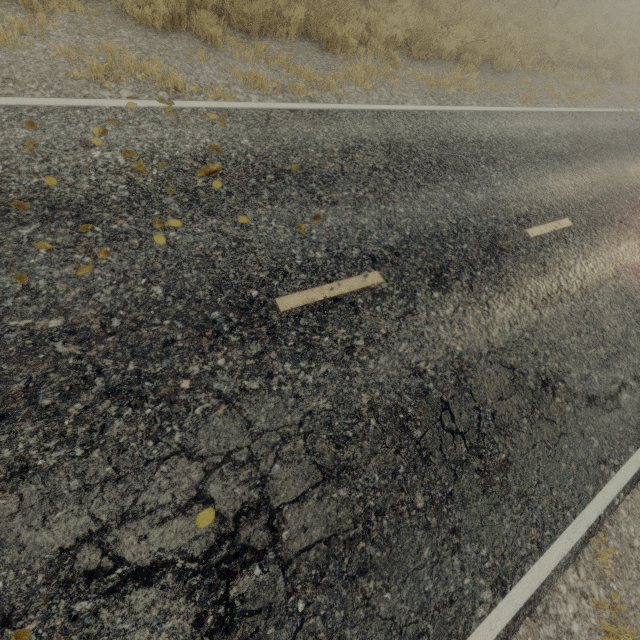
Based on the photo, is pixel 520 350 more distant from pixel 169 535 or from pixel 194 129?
pixel 194 129
